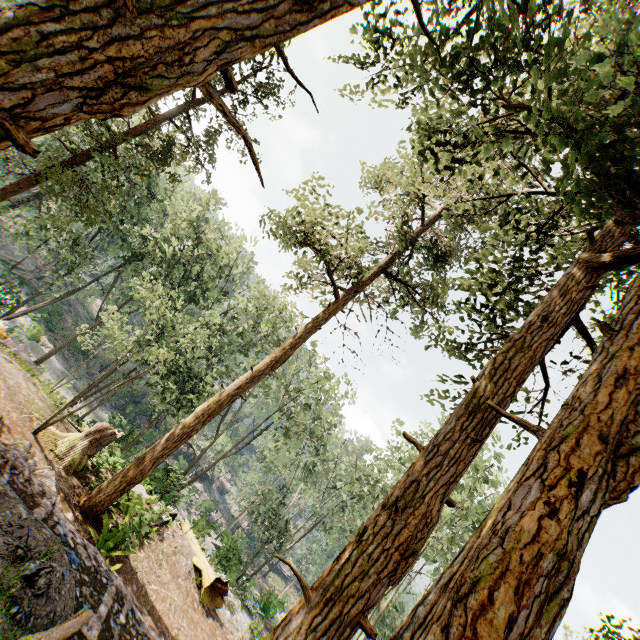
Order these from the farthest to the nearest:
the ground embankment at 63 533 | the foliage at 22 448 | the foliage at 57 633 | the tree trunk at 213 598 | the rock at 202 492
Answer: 1. the rock at 202 492
2. the tree trunk at 213 598
3. the foliage at 22 448
4. the ground embankment at 63 533
5. the foliage at 57 633

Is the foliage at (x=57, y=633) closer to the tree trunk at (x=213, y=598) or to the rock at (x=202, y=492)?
the rock at (x=202, y=492)

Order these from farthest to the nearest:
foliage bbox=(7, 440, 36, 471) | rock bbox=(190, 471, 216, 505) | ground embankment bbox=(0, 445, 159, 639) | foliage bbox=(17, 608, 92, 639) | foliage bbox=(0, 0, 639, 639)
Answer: rock bbox=(190, 471, 216, 505) → foliage bbox=(7, 440, 36, 471) → ground embankment bbox=(0, 445, 159, 639) → foliage bbox=(17, 608, 92, 639) → foliage bbox=(0, 0, 639, 639)

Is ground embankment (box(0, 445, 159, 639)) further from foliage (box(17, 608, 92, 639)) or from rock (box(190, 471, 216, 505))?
rock (box(190, 471, 216, 505))

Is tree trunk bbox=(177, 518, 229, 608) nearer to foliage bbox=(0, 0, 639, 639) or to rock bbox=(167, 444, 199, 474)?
foliage bbox=(0, 0, 639, 639)

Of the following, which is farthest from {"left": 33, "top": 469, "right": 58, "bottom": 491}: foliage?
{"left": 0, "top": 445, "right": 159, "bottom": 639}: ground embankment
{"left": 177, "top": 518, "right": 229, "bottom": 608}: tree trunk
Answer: {"left": 177, "top": 518, "right": 229, "bottom": 608}: tree trunk

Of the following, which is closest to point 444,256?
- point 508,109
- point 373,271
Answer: point 373,271

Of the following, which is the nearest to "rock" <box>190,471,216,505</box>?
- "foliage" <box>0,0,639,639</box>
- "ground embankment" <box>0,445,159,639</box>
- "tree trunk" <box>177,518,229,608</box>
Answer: "foliage" <box>0,0,639,639</box>
